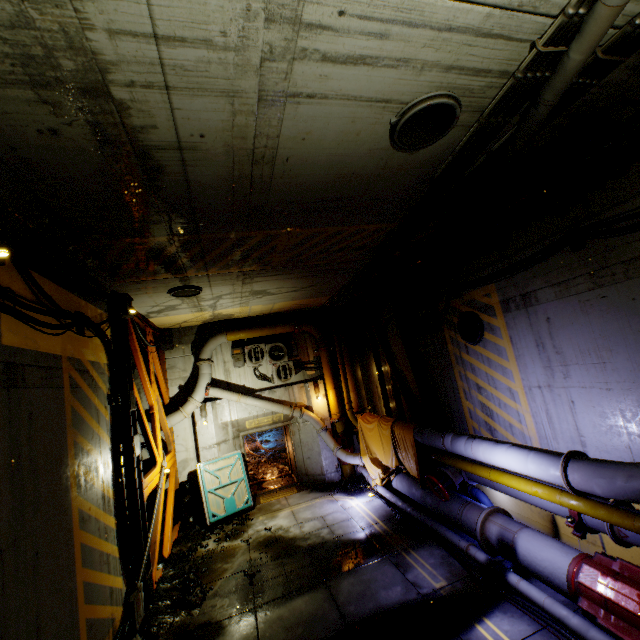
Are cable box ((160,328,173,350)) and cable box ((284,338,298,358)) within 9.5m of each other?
yes

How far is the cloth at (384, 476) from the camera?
9.2 meters

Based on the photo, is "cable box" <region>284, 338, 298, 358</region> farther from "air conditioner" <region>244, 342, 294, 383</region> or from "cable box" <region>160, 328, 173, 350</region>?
"cable box" <region>160, 328, 173, 350</region>

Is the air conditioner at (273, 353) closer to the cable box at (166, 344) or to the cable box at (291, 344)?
the cable box at (291, 344)

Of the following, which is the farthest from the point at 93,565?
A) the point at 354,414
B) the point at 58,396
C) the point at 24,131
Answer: the point at 354,414

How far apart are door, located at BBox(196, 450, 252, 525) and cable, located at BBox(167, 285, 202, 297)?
6.2 meters

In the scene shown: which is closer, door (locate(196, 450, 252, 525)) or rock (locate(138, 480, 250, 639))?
rock (locate(138, 480, 250, 639))

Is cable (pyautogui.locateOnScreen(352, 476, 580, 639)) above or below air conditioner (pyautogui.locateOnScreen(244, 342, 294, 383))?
below
